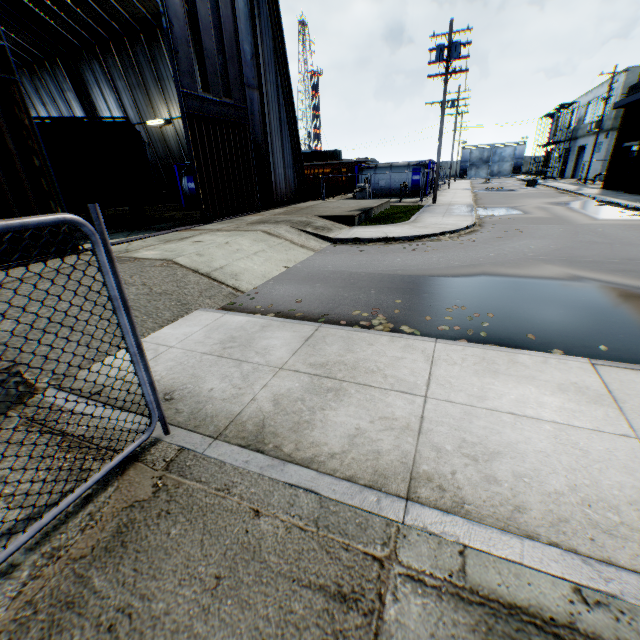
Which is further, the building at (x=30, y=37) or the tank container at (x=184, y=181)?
the tank container at (x=184, y=181)

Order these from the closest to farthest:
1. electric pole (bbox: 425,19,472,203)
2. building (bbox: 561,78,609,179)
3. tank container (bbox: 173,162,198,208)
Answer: electric pole (bbox: 425,19,472,203), tank container (bbox: 173,162,198,208), building (bbox: 561,78,609,179)

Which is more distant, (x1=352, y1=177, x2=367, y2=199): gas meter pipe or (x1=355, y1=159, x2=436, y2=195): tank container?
(x1=355, y1=159, x2=436, y2=195): tank container

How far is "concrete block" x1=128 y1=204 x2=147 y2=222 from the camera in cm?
1659

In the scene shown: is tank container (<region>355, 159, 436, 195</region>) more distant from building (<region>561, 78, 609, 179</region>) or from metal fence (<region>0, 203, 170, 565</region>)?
metal fence (<region>0, 203, 170, 565</region>)

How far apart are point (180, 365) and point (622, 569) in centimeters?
466cm

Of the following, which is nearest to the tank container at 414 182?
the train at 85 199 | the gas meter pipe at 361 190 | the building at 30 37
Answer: the gas meter pipe at 361 190

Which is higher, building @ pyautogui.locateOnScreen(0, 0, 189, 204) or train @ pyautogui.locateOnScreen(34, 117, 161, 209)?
building @ pyautogui.locateOnScreen(0, 0, 189, 204)
